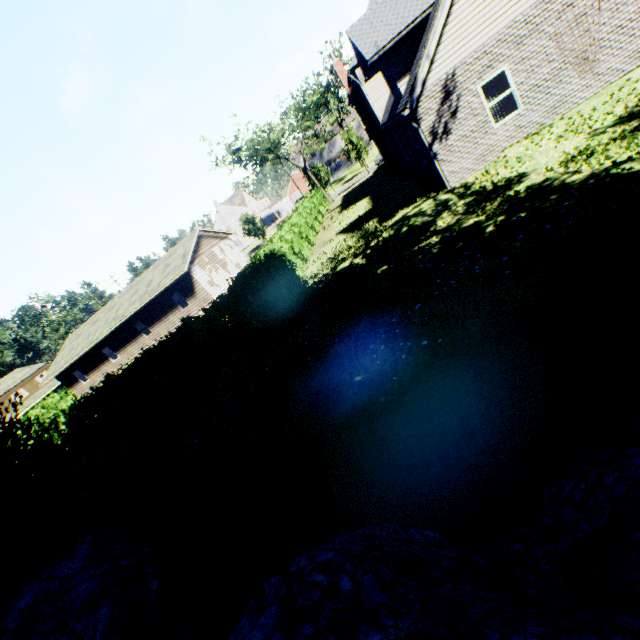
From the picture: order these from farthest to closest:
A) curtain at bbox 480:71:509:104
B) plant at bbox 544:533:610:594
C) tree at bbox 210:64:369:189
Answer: tree at bbox 210:64:369:189 < curtain at bbox 480:71:509:104 < plant at bbox 544:533:610:594

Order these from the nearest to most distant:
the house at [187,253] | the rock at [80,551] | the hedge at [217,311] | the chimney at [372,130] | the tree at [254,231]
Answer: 1. the rock at [80,551]
2. the hedge at [217,311]
3. the chimney at [372,130]
4. the house at [187,253]
5. the tree at [254,231]

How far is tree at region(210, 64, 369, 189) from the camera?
35.1m

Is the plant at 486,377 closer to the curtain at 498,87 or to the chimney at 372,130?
the curtain at 498,87

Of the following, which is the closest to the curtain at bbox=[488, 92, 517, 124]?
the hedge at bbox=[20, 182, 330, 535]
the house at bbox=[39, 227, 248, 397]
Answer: the hedge at bbox=[20, 182, 330, 535]

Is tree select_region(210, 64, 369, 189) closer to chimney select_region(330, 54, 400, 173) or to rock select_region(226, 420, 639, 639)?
chimney select_region(330, 54, 400, 173)

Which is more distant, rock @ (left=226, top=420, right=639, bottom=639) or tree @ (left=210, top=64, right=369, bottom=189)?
tree @ (left=210, top=64, right=369, bottom=189)

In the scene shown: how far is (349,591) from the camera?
1.2m
